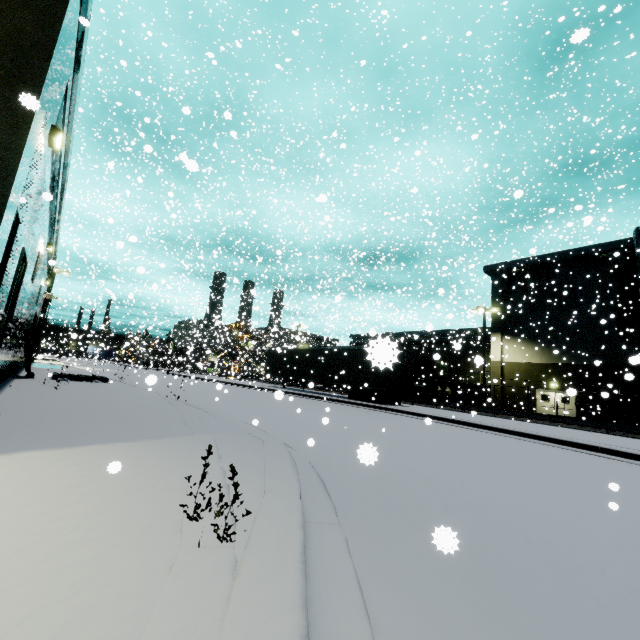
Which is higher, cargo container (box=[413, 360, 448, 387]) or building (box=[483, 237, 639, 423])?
building (box=[483, 237, 639, 423])

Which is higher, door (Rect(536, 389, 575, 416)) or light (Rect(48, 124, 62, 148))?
light (Rect(48, 124, 62, 148))

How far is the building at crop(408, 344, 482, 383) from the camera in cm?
2221

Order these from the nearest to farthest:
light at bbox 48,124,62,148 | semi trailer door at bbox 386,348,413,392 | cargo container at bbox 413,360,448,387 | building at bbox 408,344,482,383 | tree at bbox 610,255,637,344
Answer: semi trailer door at bbox 386,348,413,392
light at bbox 48,124,62,148
building at bbox 408,344,482,383
tree at bbox 610,255,637,344
cargo container at bbox 413,360,448,387

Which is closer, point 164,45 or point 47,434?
point 47,434

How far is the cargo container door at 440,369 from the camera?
30.81m

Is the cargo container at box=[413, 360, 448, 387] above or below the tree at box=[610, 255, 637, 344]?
below

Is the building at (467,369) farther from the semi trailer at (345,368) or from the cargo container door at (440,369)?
the cargo container door at (440,369)
